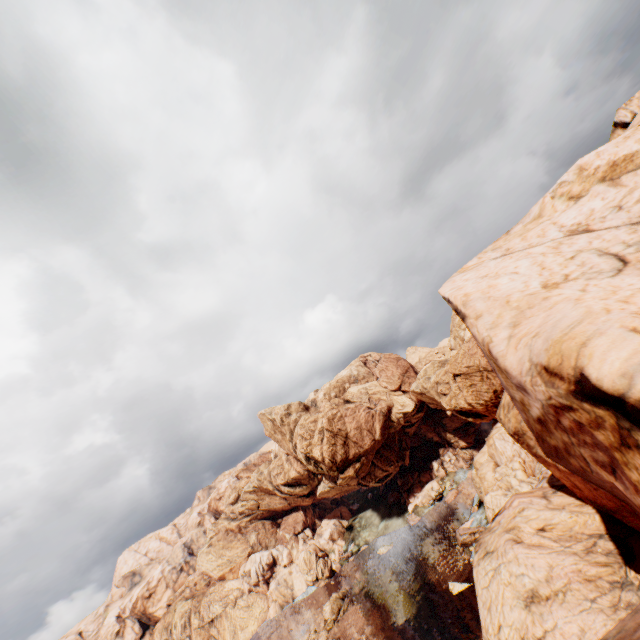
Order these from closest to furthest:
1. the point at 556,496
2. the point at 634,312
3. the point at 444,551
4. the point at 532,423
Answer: the point at 634,312 → the point at 532,423 → the point at 556,496 → the point at 444,551
